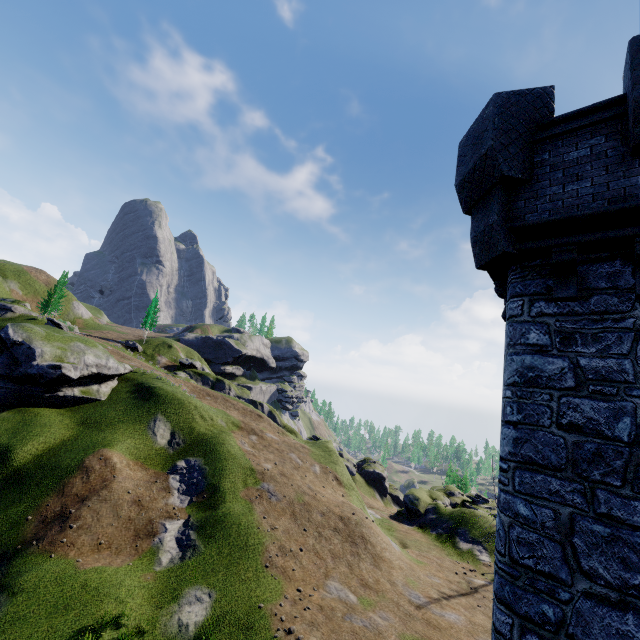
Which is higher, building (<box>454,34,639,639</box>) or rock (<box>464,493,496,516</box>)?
building (<box>454,34,639,639</box>)

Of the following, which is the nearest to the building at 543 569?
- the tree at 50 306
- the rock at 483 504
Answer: the rock at 483 504

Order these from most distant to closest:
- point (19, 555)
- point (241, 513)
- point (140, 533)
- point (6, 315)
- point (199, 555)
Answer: point (6, 315) → point (241, 513) → point (140, 533) → point (199, 555) → point (19, 555)

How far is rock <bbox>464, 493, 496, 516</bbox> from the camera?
41.32m

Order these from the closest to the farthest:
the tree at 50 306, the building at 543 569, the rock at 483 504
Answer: the building at 543 569 < the rock at 483 504 < the tree at 50 306

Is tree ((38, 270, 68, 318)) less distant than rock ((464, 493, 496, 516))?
No

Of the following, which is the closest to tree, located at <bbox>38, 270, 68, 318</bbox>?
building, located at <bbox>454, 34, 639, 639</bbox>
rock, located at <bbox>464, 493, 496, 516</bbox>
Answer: building, located at <bbox>454, 34, 639, 639</bbox>

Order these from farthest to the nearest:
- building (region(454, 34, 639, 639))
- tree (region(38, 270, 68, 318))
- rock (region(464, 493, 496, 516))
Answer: tree (region(38, 270, 68, 318)), rock (region(464, 493, 496, 516)), building (region(454, 34, 639, 639))
